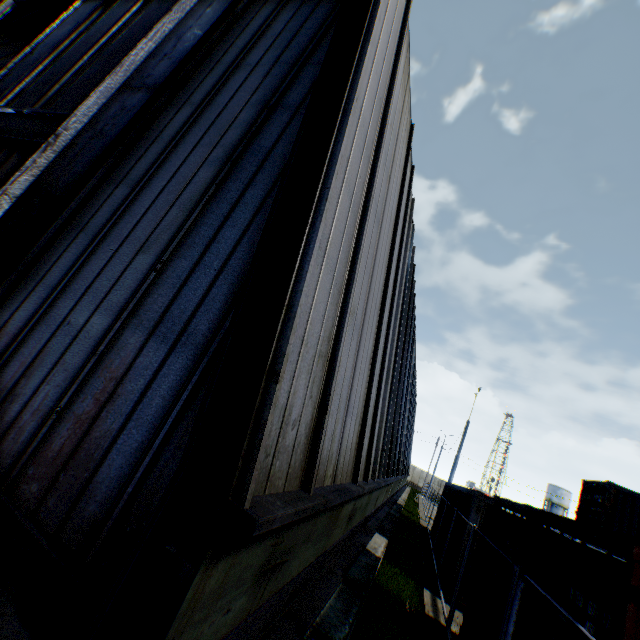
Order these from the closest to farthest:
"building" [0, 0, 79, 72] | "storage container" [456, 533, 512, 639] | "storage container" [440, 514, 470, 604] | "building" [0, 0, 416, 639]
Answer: "building" [0, 0, 416, 639]
"storage container" [456, 533, 512, 639]
"storage container" [440, 514, 470, 604]
"building" [0, 0, 79, 72]

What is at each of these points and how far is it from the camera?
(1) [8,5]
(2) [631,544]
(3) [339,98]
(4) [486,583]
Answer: (1) hanging door, 11.3 meters
(2) storage container, 2.7 meters
(3) building, 4.1 meters
(4) storage container, 6.0 meters

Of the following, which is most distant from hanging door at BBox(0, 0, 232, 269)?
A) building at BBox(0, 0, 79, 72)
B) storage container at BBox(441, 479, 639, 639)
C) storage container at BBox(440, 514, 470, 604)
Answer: storage container at BBox(440, 514, 470, 604)

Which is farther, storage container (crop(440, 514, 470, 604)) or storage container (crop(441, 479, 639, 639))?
storage container (crop(440, 514, 470, 604))

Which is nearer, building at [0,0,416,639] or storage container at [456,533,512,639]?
building at [0,0,416,639]

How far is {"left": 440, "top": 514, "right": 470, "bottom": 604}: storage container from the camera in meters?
8.8 m

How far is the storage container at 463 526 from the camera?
8.8m

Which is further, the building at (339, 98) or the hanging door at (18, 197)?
the hanging door at (18, 197)
